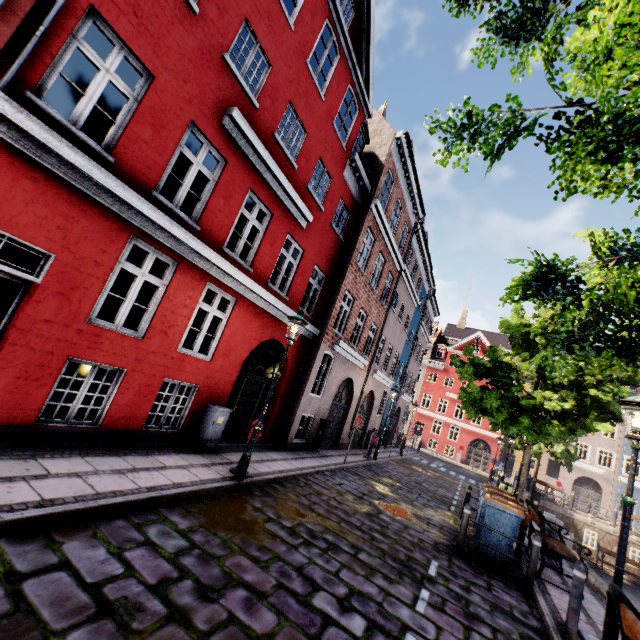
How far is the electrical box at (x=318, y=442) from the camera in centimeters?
1297cm

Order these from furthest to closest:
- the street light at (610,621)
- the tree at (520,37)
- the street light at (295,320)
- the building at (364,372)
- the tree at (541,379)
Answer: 1. the street light at (295,320)
2. the building at (364,372)
3. the street light at (610,621)
4. the tree at (541,379)
5. the tree at (520,37)

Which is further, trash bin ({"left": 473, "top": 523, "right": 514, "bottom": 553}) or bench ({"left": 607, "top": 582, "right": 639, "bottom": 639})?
trash bin ({"left": 473, "top": 523, "right": 514, "bottom": 553})

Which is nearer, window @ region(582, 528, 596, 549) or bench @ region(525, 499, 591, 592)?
bench @ region(525, 499, 591, 592)

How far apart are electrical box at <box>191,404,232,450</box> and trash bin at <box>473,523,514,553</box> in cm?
660

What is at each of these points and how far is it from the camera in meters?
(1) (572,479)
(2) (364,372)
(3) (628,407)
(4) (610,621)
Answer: (1) building, 33.1
(2) building, 17.0
(3) street light, 4.5
(4) street light, 4.0

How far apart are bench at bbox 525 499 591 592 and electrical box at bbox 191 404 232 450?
8.0m

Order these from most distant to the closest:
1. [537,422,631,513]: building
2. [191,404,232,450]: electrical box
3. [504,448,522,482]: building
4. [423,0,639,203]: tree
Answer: [504,448,522,482]: building → [537,422,631,513]: building → [191,404,232,450]: electrical box → [423,0,639,203]: tree
